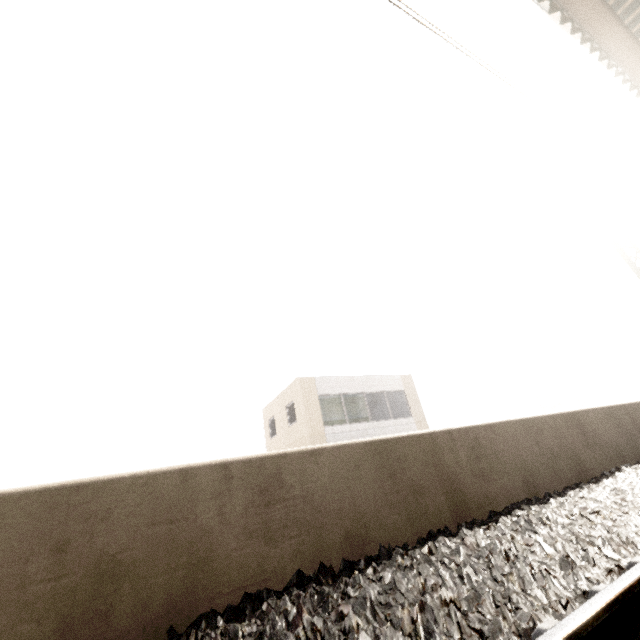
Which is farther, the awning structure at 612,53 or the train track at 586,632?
the awning structure at 612,53

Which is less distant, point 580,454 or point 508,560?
point 508,560

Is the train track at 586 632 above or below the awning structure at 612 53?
below

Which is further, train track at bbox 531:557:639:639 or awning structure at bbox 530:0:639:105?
awning structure at bbox 530:0:639:105

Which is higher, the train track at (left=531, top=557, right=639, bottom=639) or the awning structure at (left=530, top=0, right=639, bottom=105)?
the awning structure at (left=530, top=0, right=639, bottom=105)
